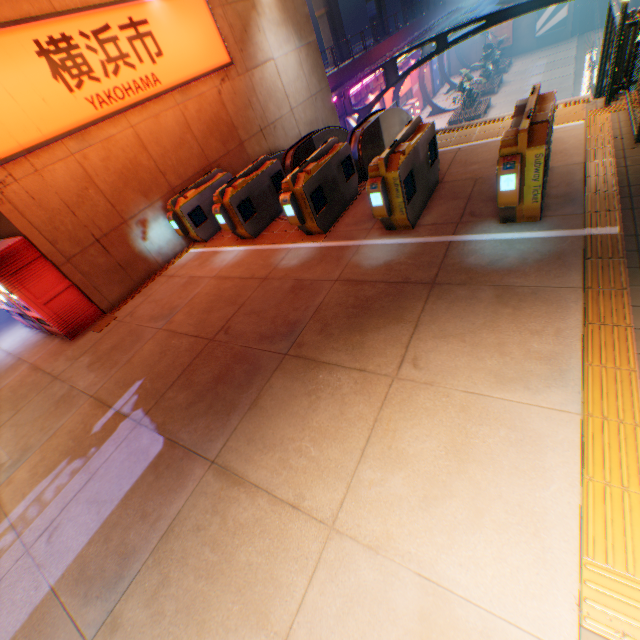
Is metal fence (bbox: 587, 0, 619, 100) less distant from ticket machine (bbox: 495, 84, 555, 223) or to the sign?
ticket machine (bbox: 495, 84, 555, 223)

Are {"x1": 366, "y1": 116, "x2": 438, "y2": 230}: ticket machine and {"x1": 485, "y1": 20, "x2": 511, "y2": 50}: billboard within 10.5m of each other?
no

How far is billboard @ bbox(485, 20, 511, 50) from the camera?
34.84m

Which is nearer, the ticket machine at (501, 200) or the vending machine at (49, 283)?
the ticket machine at (501, 200)

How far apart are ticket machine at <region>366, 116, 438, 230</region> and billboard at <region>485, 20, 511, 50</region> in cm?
4433

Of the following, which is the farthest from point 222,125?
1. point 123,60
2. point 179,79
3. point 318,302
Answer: point 318,302

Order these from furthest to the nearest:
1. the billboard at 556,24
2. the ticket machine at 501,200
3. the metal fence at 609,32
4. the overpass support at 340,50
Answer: the overpass support at 340,50, the billboard at 556,24, the metal fence at 609,32, the ticket machine at 501,200
